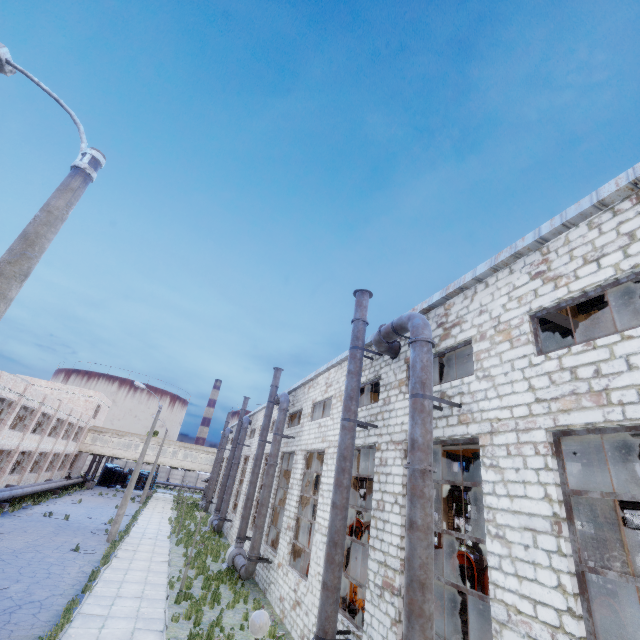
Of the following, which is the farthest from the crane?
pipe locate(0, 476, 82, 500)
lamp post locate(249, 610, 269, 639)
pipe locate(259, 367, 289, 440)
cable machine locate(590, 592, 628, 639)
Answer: pipe locate(0, 476, 82, 500)

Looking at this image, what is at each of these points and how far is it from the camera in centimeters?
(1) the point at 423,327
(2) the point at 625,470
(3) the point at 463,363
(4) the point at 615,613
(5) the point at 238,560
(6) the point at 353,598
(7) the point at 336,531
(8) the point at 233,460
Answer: (1) pipe, 888cm
(2) chimney, 5216cm
(3) column beam, 1307cm
(4) cable machine, 1566cm
(5) pipe, 1850cm
(6) cable machine, 1423cm
(7) pipe, 979cm
(8) pipe, 3033cm

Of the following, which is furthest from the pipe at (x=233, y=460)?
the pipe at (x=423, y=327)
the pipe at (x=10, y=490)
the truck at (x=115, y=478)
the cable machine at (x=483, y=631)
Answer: the truck at (x=115, y=478)

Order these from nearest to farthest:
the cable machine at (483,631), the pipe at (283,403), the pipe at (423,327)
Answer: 1. the pipe at (423,327)
2. the cable machine at (483,631)
3. the pipe at (283,403)

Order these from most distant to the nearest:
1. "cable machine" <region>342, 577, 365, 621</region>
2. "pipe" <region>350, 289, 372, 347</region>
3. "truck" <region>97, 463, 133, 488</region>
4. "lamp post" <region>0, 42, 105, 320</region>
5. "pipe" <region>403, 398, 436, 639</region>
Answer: "truck" <region>97, 463, 133, 488</region>, "cable machine" <region>342, 577, 365, 621</region>, "pipe" <region>350, 289, 372, 347</region>, "pipe" <region>403, 398, 436, 639</region>, "lamp post" <region>0, 42, 105, 320</region>

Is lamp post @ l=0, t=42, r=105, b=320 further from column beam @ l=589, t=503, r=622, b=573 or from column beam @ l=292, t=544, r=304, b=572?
column beam @ l=589, t=503, r=622, b=573

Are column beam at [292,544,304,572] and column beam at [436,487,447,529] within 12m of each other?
no

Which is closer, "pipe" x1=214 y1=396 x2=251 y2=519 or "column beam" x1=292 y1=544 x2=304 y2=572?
"column beam" x1=292 y1=544 x2=304 y2=572
